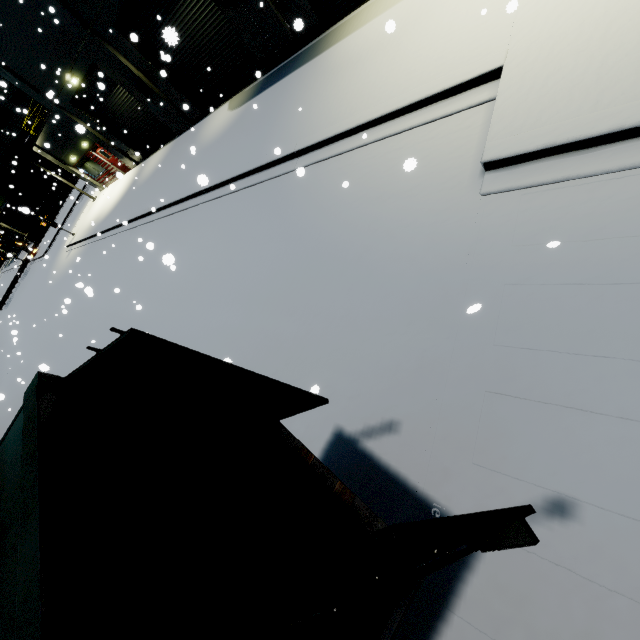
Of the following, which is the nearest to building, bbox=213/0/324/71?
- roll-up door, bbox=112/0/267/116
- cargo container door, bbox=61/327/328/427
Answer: roll-up door, bbox=112/0/267/116

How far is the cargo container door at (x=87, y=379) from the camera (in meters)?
1.97

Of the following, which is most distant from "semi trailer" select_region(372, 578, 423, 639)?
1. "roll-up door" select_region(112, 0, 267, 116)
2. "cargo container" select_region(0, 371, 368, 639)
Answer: "roll-up door" select_region(112, 0, 267, 116)

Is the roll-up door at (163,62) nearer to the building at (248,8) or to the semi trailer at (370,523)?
the building at (248,8)

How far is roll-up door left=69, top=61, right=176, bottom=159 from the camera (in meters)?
16.44

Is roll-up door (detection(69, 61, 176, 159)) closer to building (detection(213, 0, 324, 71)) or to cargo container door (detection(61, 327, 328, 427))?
building (detection(213, 0, 324, 71))

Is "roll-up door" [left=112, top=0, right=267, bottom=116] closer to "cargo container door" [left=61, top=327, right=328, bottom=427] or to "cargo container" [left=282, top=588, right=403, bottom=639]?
"cargo container" [left=282, top=588, right=403, bottom=639]

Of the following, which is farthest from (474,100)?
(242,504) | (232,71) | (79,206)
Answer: (79,206)
